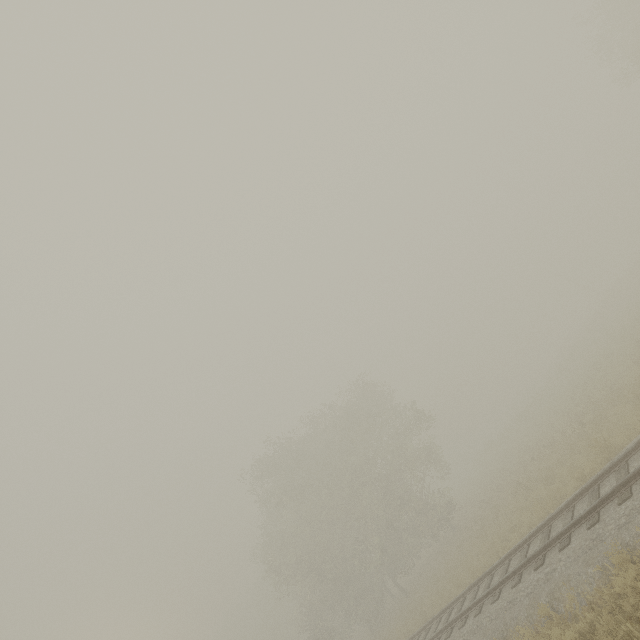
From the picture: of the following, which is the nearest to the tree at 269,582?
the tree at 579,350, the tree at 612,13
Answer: the tree at 579,350

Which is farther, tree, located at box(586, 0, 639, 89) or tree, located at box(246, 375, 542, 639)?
tree, located at box(246, 375, 542, 639)

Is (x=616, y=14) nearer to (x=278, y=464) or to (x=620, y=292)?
(x=620, y=292)

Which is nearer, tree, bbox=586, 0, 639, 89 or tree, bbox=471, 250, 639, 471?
tree, bbox=586, 0, 639, 89

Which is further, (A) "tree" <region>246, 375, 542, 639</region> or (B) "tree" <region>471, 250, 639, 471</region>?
(B) "tree" <region>471, 250, 639, 471</region>

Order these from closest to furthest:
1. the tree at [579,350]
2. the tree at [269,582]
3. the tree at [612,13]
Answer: the tree at [612,13] → the tree at [269,582] → the tree at [579,350]

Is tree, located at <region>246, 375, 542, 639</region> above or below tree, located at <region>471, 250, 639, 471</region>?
above

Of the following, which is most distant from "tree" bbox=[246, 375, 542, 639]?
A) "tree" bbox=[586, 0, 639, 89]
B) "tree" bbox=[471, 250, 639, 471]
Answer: "tree" bbox=[586, 0, 639, 89]
